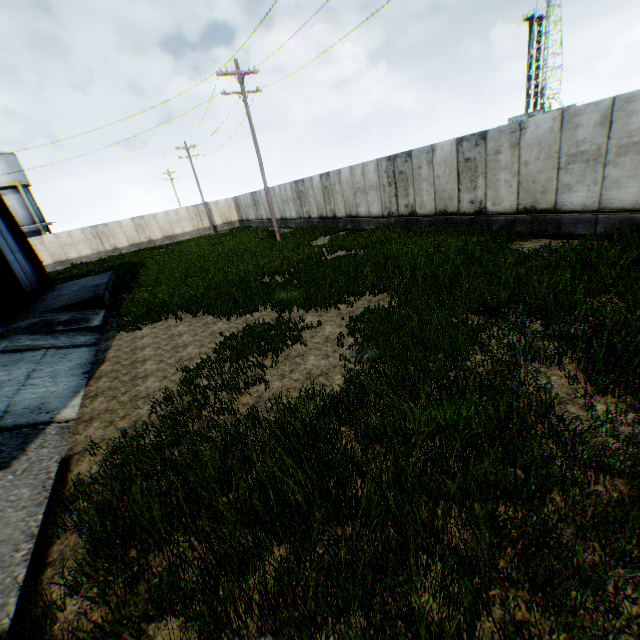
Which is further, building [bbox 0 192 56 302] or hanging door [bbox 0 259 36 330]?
building [bbox 0 192 56 302]

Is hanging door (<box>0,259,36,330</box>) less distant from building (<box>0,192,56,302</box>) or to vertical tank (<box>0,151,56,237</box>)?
building (<box>0,192,56,302</box>)

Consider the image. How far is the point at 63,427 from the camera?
5.9 meters

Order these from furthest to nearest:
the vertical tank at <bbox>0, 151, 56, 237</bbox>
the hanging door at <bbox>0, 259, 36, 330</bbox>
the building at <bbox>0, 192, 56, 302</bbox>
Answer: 1. the vertical tank at <bbox>0, 151, 56, 237</bbox>
2. the building at <bbox>0, 192, 56, 302</bbox>
3. the hanging door at <bbox>0, 259, 36, 330</bbox>

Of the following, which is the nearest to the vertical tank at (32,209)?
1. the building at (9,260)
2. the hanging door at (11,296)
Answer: the building at (9,260)

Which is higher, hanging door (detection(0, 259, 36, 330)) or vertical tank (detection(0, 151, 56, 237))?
vertical tank (detection(0, 151, 56, 237))
